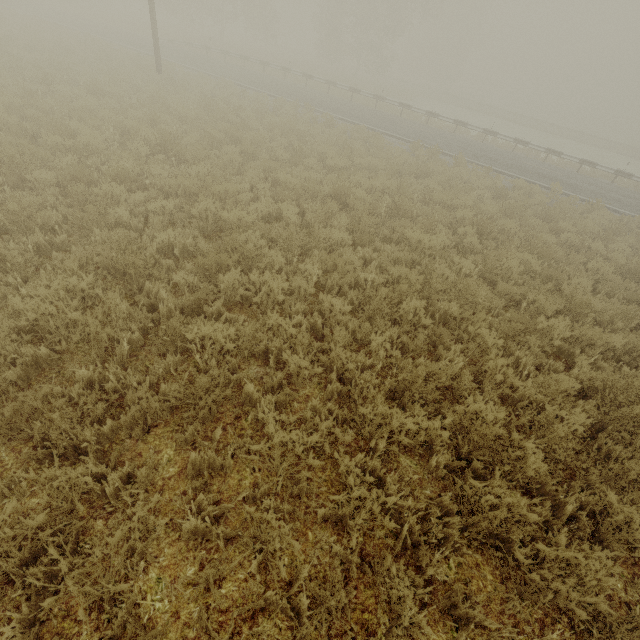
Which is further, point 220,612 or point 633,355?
point 633,355
